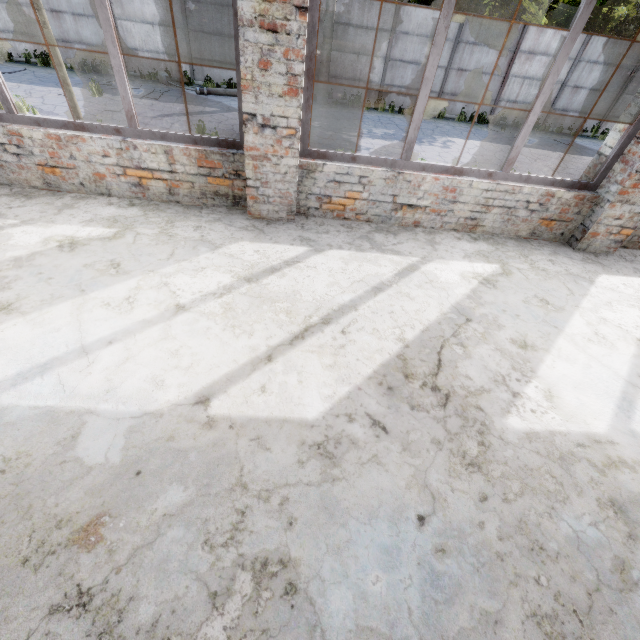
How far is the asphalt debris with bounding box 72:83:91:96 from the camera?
11.5 meters

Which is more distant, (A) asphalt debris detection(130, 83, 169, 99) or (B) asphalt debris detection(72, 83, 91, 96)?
(A) asphalt debris detection(130, 83, 169, 99)

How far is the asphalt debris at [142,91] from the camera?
12.3 meters

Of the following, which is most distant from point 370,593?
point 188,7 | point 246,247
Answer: point 188,7
